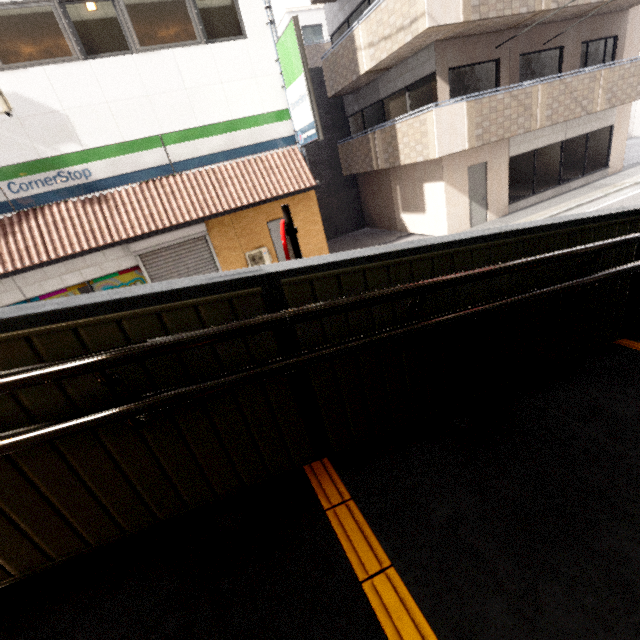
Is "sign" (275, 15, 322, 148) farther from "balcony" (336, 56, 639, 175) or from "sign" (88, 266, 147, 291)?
"sign" (88, 266, 147, 291)

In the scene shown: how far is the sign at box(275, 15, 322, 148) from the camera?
8.0 meters

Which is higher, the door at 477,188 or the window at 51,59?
the window at 51,59

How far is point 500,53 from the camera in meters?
10.1 m

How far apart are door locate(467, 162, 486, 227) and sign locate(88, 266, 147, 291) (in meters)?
11.09

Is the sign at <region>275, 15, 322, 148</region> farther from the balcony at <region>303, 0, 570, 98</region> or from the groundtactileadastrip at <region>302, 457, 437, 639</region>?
the groundtactileadastrip at <region>302, 457, 437, 639</region>

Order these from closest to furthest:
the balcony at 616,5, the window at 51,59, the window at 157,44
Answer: the window at 51,59 < the window at 157,44 < the balcony at 616,5

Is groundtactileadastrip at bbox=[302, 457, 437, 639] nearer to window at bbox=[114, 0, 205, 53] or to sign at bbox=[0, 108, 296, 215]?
sign at bbox=[0, 108, 296, 215]
